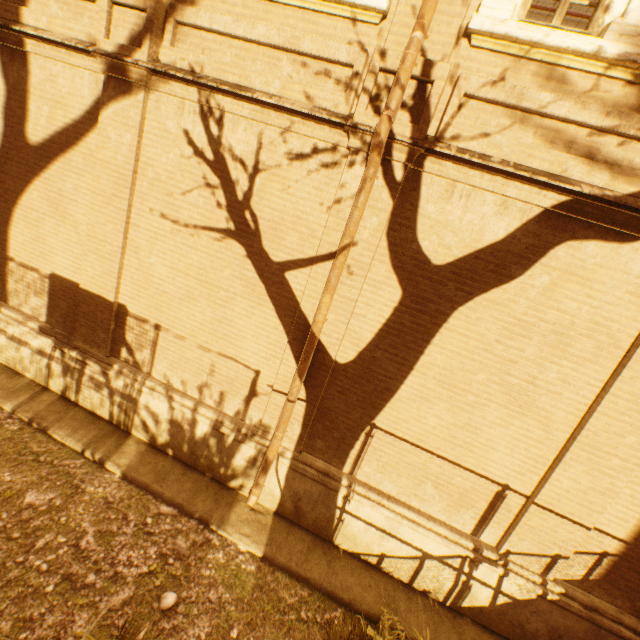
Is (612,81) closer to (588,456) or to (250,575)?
(588,456)
